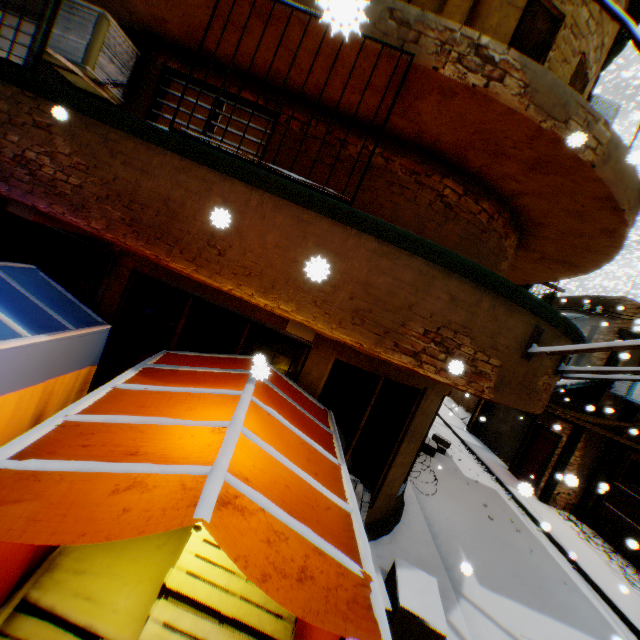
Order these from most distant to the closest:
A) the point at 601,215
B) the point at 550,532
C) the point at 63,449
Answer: the point at 550,532
the point at 601,215
the point at 63,449

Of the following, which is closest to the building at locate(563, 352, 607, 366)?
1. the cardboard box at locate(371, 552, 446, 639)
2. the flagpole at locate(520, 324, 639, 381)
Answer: the flagpole at locate(520, 324, 639, 381)

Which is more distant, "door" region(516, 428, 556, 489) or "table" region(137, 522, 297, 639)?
"door" region(516, 428, 556, 489)

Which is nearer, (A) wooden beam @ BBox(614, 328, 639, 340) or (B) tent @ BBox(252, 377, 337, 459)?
(B) tent @ BBox(252, 377, 337, 459)

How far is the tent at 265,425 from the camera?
3.00m

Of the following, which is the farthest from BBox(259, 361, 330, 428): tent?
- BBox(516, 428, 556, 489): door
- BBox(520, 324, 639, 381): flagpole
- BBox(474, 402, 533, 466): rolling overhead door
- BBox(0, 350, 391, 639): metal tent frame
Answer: BBox(474, 402, 533, 466): rolling overhead door

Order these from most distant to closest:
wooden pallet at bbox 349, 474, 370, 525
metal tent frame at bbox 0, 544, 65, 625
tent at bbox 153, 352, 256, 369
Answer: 1. wooden pallet at bbox 349, 474, 370, 525
2. tent at bbox 153, 352, 256, 369
3. metal tent frame at bbox 0, 544, 65, 625

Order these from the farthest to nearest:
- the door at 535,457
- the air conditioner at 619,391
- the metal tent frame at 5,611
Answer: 1. the door at 535,457
2. the air conditioner at 619,391
3. the metal tent frame at 5,611
